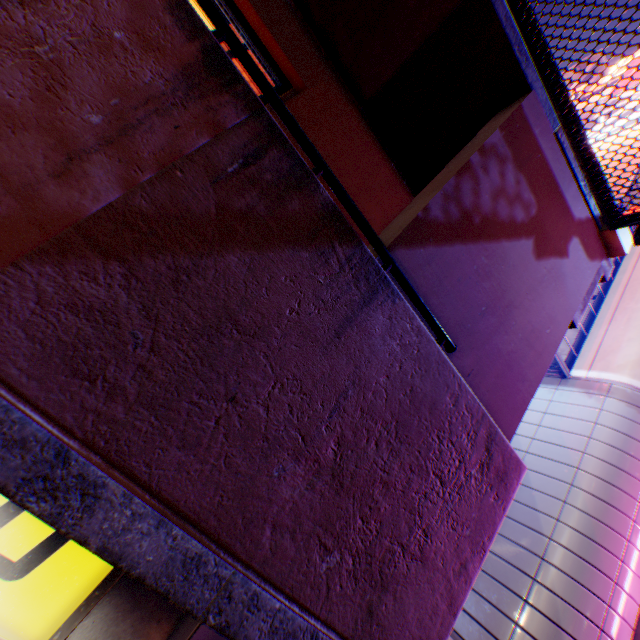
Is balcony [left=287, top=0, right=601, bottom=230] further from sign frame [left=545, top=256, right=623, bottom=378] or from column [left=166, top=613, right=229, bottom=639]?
sign frame [left=545, top=256, right=623, bottom=378]

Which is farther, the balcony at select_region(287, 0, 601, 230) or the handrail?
the balcony at select_region(287, 0, 601, 230)

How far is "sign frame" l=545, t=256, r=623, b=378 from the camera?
5.9 meters

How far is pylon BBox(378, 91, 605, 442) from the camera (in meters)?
1.59

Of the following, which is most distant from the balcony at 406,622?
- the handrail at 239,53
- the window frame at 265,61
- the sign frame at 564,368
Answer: the sign frame at 564,368

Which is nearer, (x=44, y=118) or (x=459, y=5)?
(x=44, y=118)

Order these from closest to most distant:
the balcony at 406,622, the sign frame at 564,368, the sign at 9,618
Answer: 1. the balcony at 406,622
2. the sign at 9,618
3. the sign frame at 564,368

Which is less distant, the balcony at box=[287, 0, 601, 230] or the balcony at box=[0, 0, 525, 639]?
the balcony at box=[0, 0, 525, 639]
